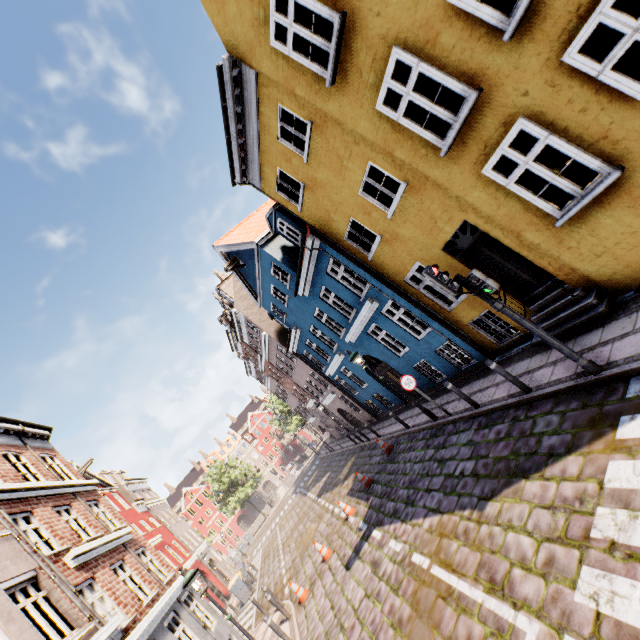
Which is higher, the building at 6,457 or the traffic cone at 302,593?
the building at 6,457

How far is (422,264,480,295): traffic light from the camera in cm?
598

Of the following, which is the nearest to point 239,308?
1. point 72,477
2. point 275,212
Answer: point 275,212

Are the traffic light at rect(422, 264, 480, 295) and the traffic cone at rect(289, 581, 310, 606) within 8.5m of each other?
no

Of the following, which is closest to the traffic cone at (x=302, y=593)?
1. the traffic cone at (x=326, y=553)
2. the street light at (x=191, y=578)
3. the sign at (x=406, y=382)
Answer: the traffic cone at (x=326, y=553)

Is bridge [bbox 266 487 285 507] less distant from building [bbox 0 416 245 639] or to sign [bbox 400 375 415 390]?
building [bbox 0 416 245 639]

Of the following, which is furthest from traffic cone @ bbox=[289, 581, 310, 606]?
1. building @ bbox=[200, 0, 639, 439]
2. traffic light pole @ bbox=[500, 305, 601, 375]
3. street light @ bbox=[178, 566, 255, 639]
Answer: traffic light pole @ bbox=[500, 305, 601, 375]

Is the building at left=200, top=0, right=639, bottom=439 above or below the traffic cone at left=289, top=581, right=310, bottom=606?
above
